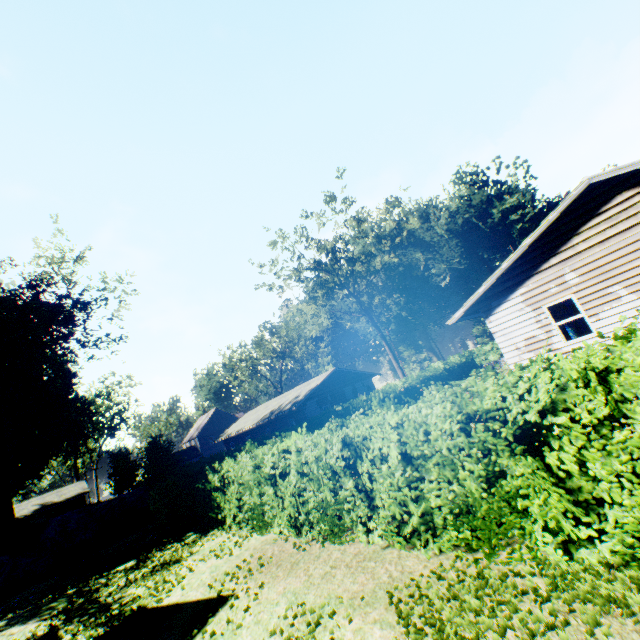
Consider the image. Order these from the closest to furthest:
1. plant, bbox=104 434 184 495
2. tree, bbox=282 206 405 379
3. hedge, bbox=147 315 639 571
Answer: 1. hedge, bbox=147 315 639 571
2. plant, bbox=104 434 184 495
3. tree, bbox=282 206 405 379

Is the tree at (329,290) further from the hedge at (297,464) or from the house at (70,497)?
the house at (70,497)

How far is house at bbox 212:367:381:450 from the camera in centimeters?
3020cm

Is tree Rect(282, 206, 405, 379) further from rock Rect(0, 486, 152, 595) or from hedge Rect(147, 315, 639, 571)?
hedge Rect(147, 315, 639, 571)

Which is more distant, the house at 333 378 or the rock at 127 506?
the house at 333 378

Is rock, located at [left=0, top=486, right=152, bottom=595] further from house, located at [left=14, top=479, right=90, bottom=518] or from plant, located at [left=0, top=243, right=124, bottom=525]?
house, located at [left=14, top=479, right=90, bottom=518]

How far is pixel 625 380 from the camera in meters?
3.7

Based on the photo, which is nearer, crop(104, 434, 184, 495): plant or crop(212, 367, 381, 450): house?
crop(104, 434, 184, 495): plant
